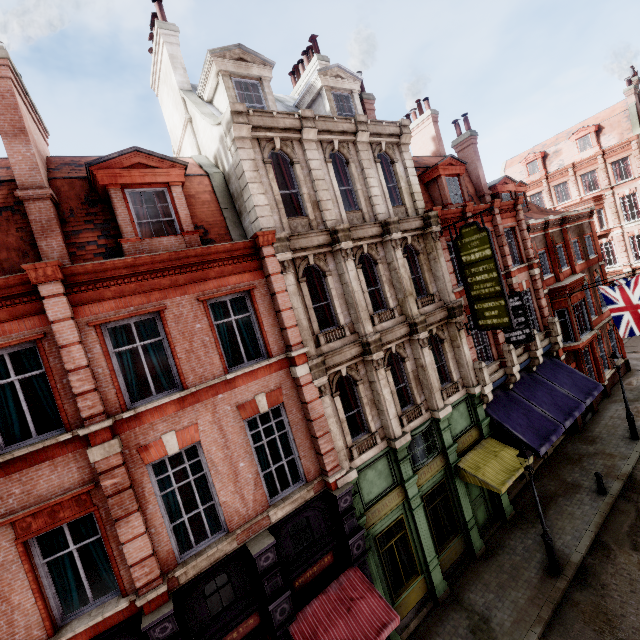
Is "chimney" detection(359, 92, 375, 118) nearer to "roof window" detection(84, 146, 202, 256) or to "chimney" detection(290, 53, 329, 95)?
"chimney" detection(290, 53, 329, 95)

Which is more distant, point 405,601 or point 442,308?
point 442,308

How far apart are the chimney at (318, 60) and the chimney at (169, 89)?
6.60m

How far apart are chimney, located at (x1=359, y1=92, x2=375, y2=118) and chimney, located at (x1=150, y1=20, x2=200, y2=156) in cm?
741

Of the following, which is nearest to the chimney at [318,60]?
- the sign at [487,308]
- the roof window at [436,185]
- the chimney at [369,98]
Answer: the chimney at [369,98]

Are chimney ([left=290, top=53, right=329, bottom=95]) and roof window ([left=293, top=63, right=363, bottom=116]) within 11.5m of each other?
yes

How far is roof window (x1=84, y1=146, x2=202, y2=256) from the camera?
8.6 meters

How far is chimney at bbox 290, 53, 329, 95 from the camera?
16.3m
